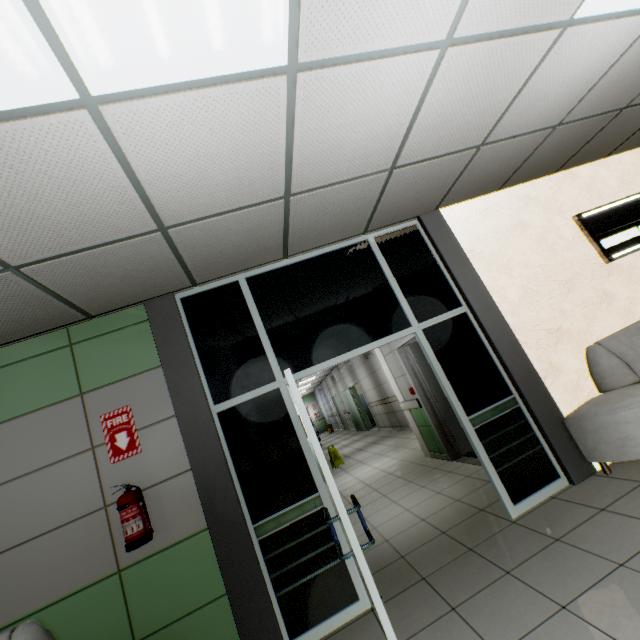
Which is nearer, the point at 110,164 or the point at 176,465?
the point at 110,164

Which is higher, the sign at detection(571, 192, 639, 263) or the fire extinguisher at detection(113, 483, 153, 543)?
the sign at detection(571, 192, 639, 263)

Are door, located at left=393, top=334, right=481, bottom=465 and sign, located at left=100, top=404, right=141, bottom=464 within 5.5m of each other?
yes

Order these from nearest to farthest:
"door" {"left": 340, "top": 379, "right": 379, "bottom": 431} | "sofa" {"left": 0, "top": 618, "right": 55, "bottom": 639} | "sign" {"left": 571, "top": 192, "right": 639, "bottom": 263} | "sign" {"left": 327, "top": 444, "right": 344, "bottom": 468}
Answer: "sofa" {"left": 0, "top": 618, "right": 55, "bottom": 639}, "sign" {"left": 571, "top": 192, "right": 639, "bottom": 263}, "sign" {"left": 327, "top": 444, "right": 344, "bottom": 468}, "door" {"left": 340, "top": 379, "right": 379, "bottom": 431}

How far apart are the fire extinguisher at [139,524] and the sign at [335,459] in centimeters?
724cm

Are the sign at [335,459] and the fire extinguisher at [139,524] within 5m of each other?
no

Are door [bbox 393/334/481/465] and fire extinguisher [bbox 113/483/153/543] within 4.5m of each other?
yes

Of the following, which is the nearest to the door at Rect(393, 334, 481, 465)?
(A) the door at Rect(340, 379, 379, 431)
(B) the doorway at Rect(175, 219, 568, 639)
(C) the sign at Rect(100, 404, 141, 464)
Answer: (B) the doorway at Rect(175, 219, 568, 639)
